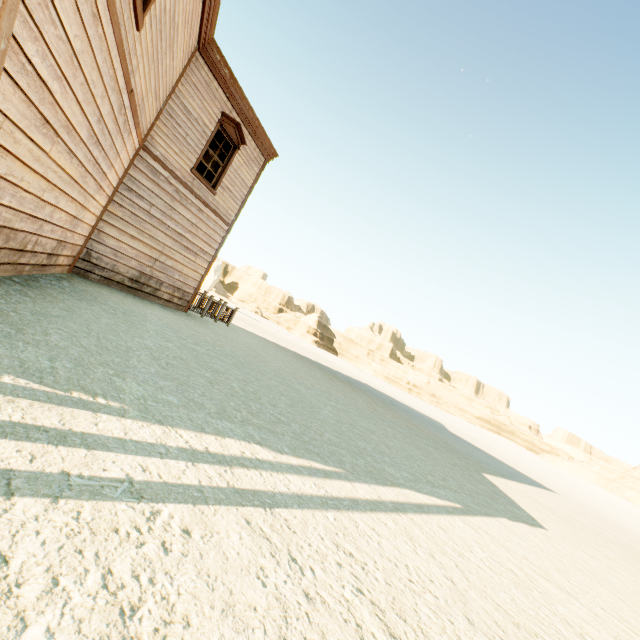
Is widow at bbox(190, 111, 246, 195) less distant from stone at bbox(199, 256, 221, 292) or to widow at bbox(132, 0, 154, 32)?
widow at bbox(132, 0, 154, 32)

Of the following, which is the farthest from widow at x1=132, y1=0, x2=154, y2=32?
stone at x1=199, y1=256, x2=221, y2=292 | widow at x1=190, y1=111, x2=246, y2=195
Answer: stone at x1=199, y1=256, x2=221, y2=292

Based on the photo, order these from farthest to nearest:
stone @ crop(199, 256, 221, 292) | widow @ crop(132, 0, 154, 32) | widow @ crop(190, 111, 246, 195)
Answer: stone @ crop(199, 256, 221, 292)
widow @ crop(190, 111, 246, 195)
widow @ crop(132, 0, 154, 32)

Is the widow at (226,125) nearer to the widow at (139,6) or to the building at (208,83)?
the building at (208,83)

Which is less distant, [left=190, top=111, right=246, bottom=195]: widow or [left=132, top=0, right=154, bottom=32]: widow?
[left=132, top=0, right=154, bottom=32]: widow

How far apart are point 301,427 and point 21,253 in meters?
5.1 m

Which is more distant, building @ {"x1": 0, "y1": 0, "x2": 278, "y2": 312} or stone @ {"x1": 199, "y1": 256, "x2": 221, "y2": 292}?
stone @ {"x1": 199, "y1": 256, "x2": 221, "y2": 292}

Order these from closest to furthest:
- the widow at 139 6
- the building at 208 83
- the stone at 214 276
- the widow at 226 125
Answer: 1. the building at 208 83
2. the widow at 139 6
3. the widow at 226 125
4. the stone at 214 276
